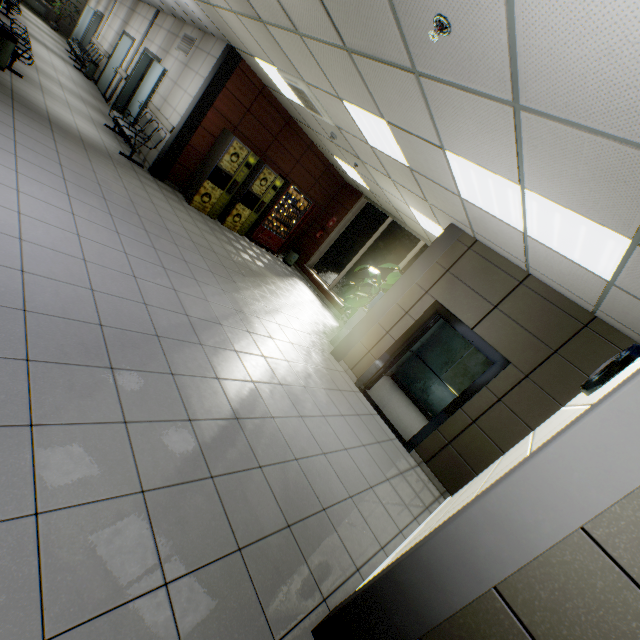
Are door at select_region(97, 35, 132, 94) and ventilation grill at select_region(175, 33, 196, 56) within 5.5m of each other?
yes

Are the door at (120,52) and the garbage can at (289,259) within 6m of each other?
no

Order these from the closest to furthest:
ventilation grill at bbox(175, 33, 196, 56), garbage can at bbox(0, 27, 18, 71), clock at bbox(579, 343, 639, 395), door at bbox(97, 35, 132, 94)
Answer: clock at bbox(579, 343, 639, 395) → garbage can at bbox(0, 27, 18, 71) → ventilation grill at bbox(175, 33, 196, 56) → door at bbox(97, 35, 132, 94)

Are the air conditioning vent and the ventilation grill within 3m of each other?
no

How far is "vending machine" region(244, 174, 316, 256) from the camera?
9.1 meters

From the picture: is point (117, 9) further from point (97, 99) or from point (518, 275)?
point (518, 275)

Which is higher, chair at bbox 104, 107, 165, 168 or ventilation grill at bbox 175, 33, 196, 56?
ventilation grill at bbox 175, 33, 196, 56

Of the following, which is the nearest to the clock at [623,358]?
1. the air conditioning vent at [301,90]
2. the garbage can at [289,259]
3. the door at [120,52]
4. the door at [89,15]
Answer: the air conditioning vent at [301,90]
